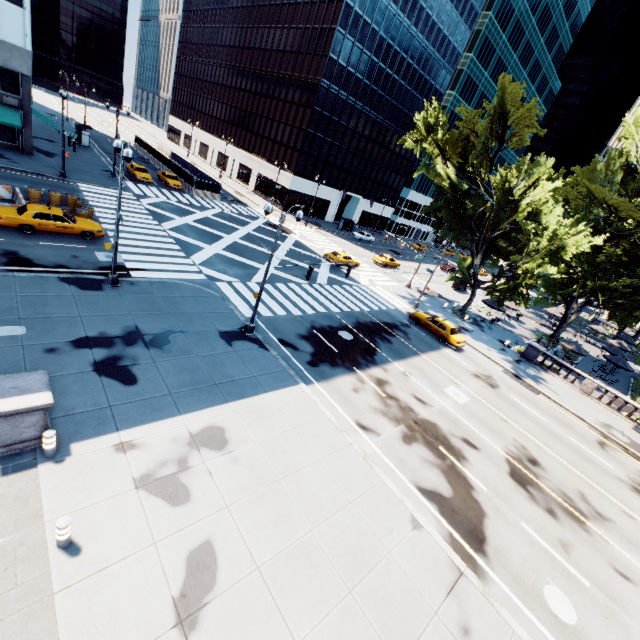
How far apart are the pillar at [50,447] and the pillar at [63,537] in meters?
2.4 m

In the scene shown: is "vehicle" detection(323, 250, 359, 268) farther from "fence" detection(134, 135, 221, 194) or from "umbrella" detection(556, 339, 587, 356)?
"umbrella" detection(556, 339, 587, 356)

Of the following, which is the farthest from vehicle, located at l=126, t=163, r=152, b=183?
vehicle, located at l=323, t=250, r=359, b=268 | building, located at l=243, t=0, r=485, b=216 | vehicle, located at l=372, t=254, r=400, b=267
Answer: vehicle, located at l=372, t=254, r=400, b=267

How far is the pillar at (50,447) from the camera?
8.66m

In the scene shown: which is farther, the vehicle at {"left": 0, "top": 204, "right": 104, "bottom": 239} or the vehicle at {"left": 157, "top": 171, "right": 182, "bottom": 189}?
the vehicle at {"left": 157, "top": 171, "right": 182, "bottom": 189}

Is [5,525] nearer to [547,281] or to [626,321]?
[547,281]

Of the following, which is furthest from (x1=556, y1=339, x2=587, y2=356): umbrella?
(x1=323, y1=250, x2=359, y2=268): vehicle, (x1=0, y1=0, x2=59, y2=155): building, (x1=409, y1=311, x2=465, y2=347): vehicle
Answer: (x1=0, y1=0, x2=59, y2=155): building

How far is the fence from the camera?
43.2m
